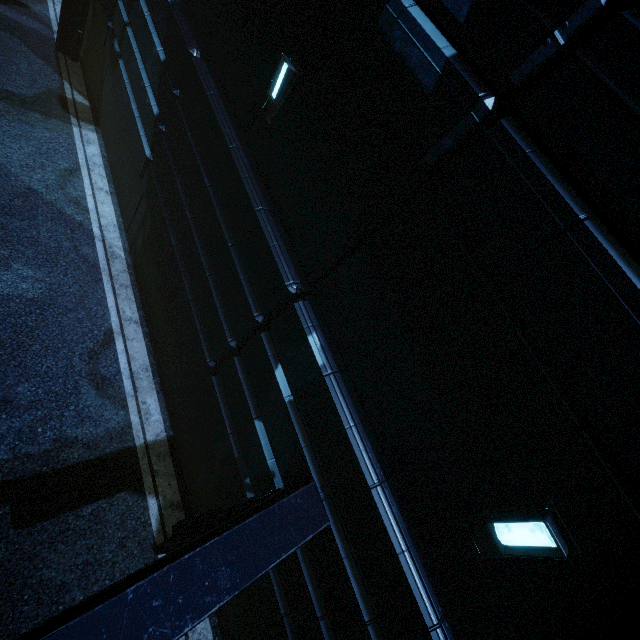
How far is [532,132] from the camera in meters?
2.9
